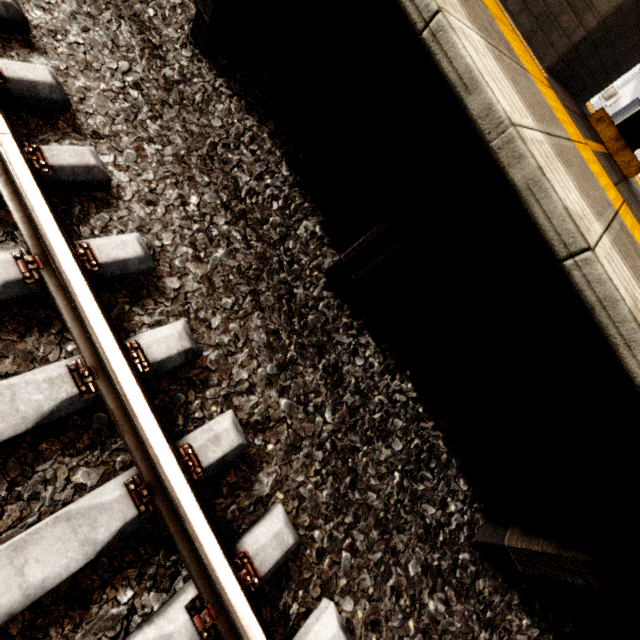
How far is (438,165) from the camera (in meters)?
1.47

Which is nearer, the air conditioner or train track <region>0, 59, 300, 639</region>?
train track <region>0, 59, 300, 639</region>

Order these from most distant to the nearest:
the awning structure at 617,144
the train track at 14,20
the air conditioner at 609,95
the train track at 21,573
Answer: the air conditioner at 609,95 → the awning structure at 617,144 → the train track at 14,20 → the train track at 21,573

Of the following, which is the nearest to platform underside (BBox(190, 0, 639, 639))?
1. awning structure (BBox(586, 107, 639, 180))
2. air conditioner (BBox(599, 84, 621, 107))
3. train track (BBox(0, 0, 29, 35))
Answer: train track (BBox(0, 0, 29, 35))

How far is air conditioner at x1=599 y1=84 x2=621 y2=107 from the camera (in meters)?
15.77

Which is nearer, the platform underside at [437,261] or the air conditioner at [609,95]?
the platform underside at [437,261]

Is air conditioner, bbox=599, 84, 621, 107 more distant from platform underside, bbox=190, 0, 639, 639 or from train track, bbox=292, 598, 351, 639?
train track, bbox=292, 598, 351, 639

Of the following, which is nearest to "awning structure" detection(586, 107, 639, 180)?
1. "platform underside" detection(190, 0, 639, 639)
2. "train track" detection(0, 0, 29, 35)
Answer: "platform underside" detection(190, 0, 639, 639)
